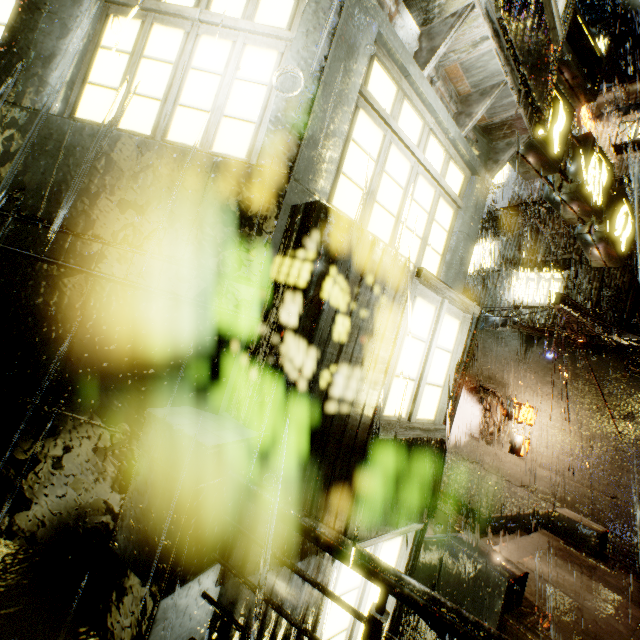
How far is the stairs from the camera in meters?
8.1

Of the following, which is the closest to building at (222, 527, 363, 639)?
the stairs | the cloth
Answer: the cloth

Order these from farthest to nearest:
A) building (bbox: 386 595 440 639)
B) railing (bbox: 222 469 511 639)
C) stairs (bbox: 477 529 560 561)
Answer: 1. stairs (bbox: 477 529 560 561)
2. building (bbox: 386 595 440 639)
3. railing (bbox: 222 469 511 639)

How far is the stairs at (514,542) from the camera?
8.1 meters

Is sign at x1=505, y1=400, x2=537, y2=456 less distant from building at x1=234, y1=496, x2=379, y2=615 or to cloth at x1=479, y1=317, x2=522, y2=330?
building at x1=234, y1=496, x2=379, y2=615

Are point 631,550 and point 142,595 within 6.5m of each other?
no

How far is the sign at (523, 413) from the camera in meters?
12.8 m
